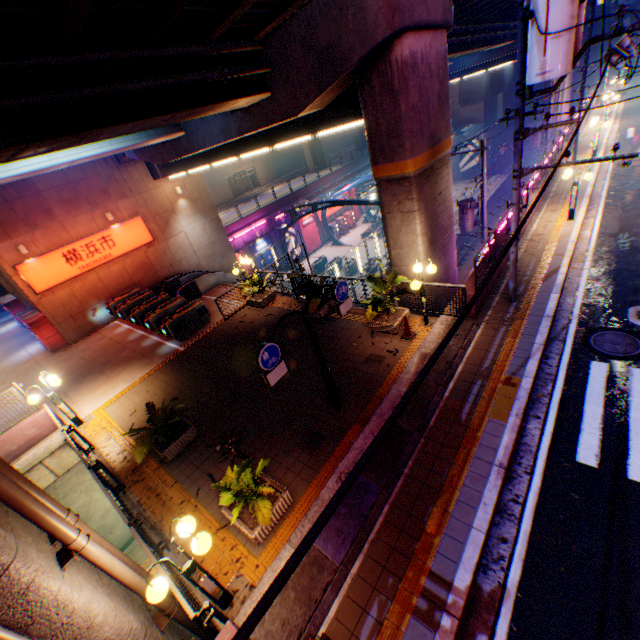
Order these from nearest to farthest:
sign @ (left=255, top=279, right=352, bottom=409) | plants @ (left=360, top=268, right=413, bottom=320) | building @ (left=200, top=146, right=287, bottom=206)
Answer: sign @ (left=255, top=279, right=352, bottom=409)
plants @ (left=360, top=268, right=413, bottom=320)
building @ (left=200, top=146, right=287, bottom=206)

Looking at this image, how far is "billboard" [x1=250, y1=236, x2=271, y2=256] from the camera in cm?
3135

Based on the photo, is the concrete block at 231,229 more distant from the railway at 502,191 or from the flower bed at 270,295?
the railway at 502,191

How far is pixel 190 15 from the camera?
7.2m

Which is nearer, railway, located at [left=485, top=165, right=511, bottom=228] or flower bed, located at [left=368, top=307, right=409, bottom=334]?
flower bed, located at [left=368, top=307, right=409, bottom=334]

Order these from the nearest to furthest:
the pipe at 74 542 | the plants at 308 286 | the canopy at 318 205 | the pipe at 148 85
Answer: the pipe at 74 542 → the pipe at 148 85 → the plants at 308 286 → the canopy at 318 205

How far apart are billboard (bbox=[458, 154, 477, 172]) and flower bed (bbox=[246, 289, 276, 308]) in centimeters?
4181cm

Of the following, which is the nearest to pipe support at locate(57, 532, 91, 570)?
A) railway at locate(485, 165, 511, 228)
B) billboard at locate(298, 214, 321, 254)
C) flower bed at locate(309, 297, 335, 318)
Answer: flower bed at locate(309, 297, 335, 318)
